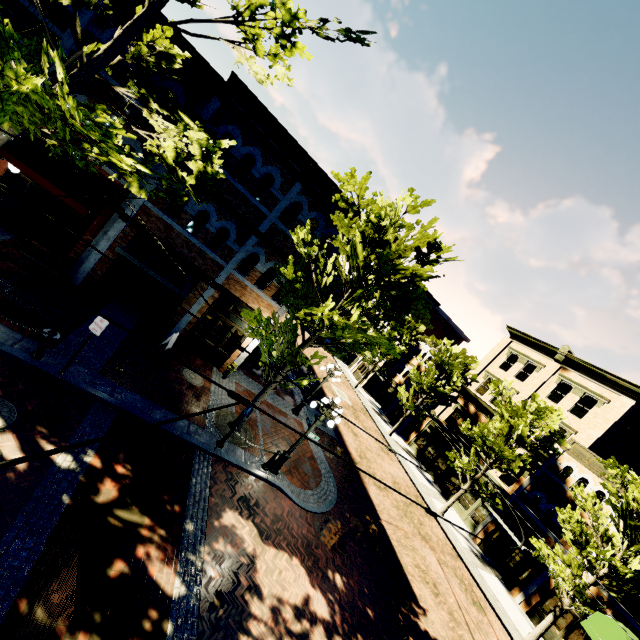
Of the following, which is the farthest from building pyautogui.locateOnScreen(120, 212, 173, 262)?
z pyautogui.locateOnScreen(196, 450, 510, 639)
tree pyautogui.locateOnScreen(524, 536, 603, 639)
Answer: tree pyautogui.locateOnScreen(524, 536, 603, 639)

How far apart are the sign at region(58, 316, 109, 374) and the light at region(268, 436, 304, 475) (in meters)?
6.59

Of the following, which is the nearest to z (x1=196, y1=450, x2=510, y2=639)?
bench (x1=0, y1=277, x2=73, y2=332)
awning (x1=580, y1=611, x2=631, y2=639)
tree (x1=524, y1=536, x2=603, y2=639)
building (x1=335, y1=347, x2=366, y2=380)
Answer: tree (x1=524, y1=536, x2=603, y2=639)

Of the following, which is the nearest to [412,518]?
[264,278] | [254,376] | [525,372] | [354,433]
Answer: [354,433]

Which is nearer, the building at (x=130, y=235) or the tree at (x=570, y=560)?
the building at (x=130, y=235)

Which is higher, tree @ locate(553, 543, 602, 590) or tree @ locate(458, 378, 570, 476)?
tree @ locate(458, 378, 570, 476)

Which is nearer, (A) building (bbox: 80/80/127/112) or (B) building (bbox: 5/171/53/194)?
(A) building (bbox: 80/80/127/112)

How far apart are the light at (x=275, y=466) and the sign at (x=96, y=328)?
6.6 meters
